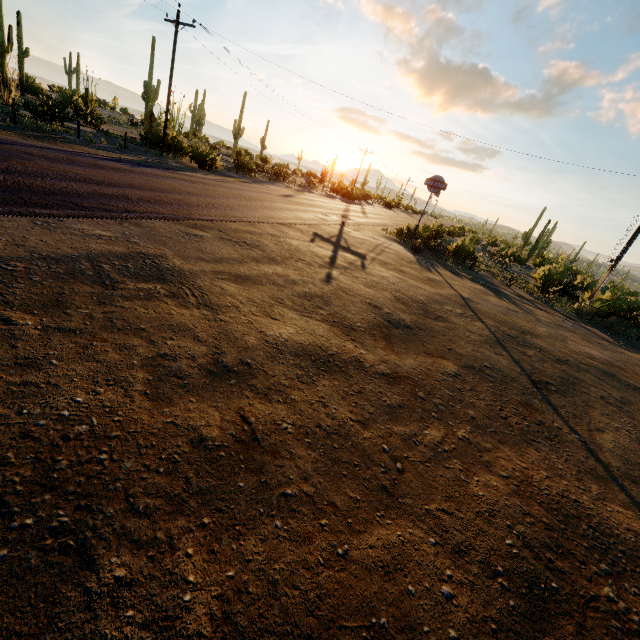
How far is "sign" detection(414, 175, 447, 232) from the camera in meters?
22.2 m

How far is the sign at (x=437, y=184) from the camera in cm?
2219

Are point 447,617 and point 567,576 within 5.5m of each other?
yes
